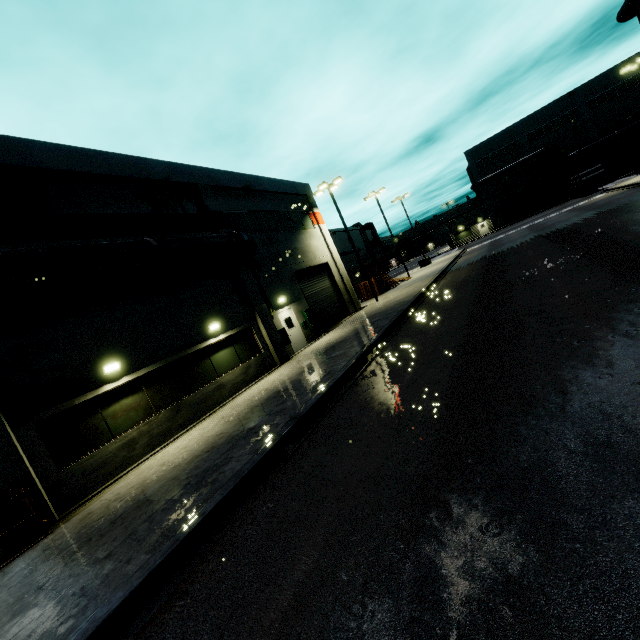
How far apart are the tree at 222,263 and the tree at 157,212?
0.65m

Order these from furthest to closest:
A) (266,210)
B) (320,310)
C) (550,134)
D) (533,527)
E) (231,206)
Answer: (550,134) → (320,310) → (266,210) → (231,206) → (533,527)

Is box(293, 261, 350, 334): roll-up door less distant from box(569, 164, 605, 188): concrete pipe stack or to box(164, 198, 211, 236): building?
box(164, 198, 211, 236): building

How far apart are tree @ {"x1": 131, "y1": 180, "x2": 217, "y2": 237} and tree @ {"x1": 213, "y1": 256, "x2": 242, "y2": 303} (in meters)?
0.65

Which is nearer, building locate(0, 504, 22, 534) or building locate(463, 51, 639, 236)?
building locate(0, 504, 22, 534)

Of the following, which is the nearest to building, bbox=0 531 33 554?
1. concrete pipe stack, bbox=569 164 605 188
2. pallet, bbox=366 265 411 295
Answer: pallet, bbox=366 265 411 295

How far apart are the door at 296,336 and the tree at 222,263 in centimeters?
228cm

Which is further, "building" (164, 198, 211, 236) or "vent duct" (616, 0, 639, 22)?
"vent duct" (616, 0, 639, 22)
